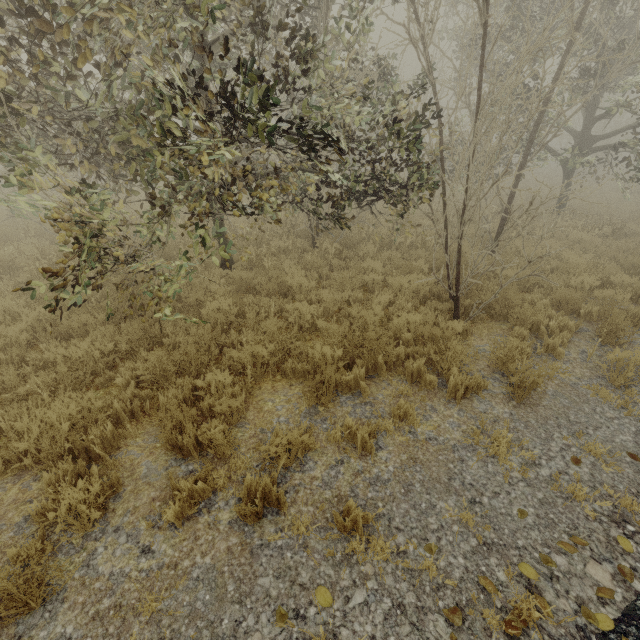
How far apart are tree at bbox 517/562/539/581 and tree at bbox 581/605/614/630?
0.3 meters

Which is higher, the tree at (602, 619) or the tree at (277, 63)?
the tree at (277, 63)

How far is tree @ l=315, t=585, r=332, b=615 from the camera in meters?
2.5

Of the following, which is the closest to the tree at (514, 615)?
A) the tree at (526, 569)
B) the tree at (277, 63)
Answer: the tree at (526, 569)

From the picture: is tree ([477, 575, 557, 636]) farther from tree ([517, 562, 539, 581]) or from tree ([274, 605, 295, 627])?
tree ([274, 605, 295, 627])

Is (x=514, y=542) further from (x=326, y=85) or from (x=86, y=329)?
(x=326, y=85)

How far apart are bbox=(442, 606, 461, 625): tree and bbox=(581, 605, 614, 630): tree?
0.99m

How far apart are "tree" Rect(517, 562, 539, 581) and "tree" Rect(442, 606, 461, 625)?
0.8 meters
